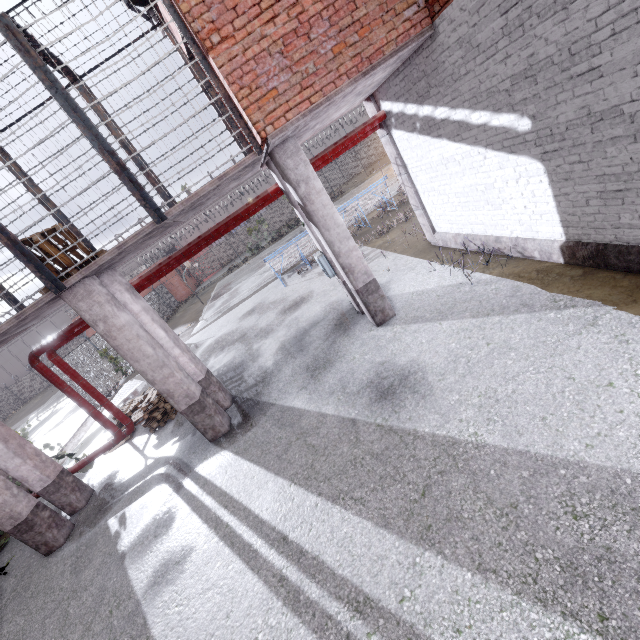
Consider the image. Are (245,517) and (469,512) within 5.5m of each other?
yes

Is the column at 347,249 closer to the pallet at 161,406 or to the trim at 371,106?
the trim at 371,106

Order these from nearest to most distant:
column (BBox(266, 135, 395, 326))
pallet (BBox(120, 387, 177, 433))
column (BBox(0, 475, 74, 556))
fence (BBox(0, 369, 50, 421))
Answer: column (BBox(266, 135, 395, 326)), column (BBox(0, 475, 74, 556)), pallet (BBox(120, 387, 177, 433)), fence (BBox(0, 369, 50, 421))

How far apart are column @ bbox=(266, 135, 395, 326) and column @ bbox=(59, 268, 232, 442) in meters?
3.8 m

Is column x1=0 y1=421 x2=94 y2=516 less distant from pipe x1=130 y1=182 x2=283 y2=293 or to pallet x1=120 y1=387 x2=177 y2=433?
pipe x1=130 y1=182 x2=283 y2=293

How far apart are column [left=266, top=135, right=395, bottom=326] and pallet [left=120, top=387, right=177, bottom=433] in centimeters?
612cm

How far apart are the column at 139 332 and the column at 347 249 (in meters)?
3.84

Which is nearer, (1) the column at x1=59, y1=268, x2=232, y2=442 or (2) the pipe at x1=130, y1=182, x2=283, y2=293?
(1) the column at x1=59, y1=268, x2=232, y2=442
